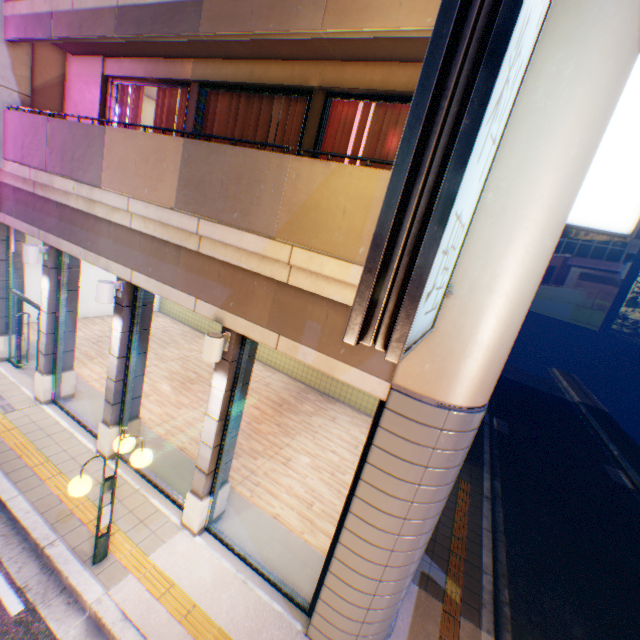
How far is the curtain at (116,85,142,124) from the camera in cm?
766

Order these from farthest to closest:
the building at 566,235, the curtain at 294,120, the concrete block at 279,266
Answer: the building at 566,235 < the curtain at 294,120 < the concrete block at 279,266

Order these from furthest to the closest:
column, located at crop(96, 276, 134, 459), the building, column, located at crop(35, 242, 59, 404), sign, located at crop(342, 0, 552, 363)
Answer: the building
column, located at crop(35, 242, 59, 404)
column, located at crop(96, 276, 134, 459)
sign, located at crop(342, 0, 552, 363)

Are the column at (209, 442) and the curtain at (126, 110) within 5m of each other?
no

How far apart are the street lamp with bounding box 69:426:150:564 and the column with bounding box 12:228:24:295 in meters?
7.6

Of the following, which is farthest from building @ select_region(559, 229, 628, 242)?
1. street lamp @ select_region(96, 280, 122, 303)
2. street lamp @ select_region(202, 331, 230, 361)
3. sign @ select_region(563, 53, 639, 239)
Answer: street lamp @ select_region(96, 280, 122, 303)

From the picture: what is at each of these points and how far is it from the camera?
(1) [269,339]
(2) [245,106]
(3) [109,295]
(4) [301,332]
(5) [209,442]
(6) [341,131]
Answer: (1) concrete block, 4.8 meters
(2) curtain, 6.4 meters
(3) street lamp, 6.1 meters
(4) balcony, 4.6 meters
(5) column, 5.7 meters
(6) curtain, 5.5 meters

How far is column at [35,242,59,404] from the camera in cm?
764
